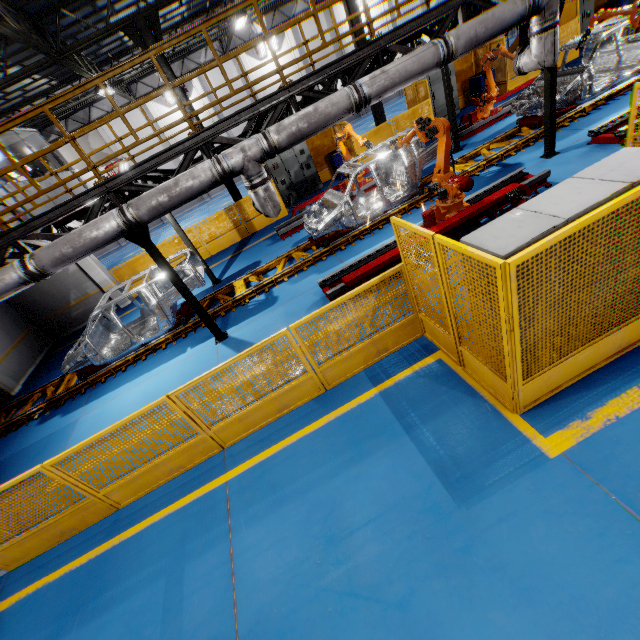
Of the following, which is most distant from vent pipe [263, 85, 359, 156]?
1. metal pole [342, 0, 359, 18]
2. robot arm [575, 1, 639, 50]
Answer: metal pole [342, 0, 359, 18]

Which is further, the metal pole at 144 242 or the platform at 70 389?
the platform at 70 389

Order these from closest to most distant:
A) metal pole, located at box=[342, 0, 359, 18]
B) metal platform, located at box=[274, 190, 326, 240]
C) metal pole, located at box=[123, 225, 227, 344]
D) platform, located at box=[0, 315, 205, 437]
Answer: metal pole, located at box=[123, 225, 227, 344], platform, located at box=[0, 315, 205, 437], metal platform, located at box=[274, 190, 326, 240], metal pole, located at box=[342, 0, 359, 18]

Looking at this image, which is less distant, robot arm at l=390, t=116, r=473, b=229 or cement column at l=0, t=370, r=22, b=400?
robot arm at l=390, t=116, r=473, b=229

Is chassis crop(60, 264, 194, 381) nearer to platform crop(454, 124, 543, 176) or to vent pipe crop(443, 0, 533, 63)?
platform crop(454, 124, 543, 176)

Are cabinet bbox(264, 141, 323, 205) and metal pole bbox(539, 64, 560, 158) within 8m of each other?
no

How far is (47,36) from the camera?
11.2 meters

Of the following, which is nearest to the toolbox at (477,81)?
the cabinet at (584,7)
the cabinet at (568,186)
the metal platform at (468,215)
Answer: the cabinet at (584,7)
